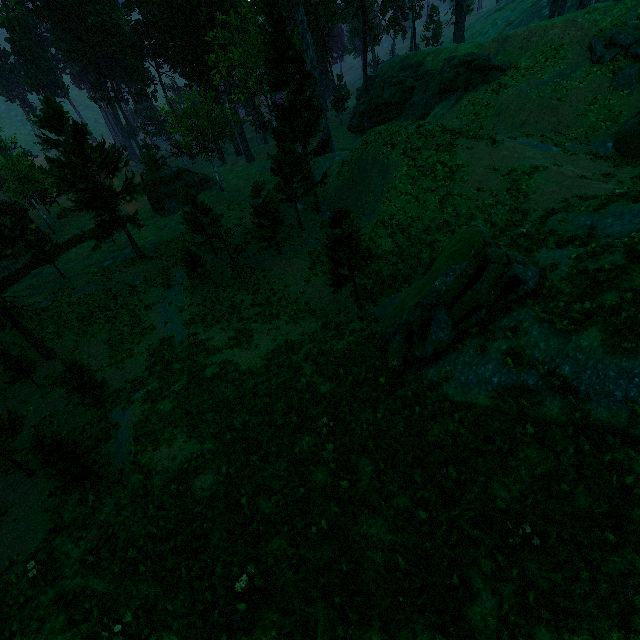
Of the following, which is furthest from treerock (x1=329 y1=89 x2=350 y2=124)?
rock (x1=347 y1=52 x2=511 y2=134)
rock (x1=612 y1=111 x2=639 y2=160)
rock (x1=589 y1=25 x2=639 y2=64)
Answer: rock (x1=612 y1=111 x2=639 y2=160)

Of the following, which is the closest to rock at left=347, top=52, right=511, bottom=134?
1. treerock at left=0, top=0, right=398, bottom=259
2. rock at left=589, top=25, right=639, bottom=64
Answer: treerock at left=0, top=0, right=398, bottom=259

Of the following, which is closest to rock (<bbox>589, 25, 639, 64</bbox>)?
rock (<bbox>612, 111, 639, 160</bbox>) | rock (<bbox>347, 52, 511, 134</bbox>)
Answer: rock (<bbox>612, 111, 639, 160</bbox>)

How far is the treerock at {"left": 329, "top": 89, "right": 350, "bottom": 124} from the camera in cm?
5461

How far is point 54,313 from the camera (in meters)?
27.88

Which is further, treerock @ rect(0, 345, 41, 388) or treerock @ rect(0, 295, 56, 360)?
treerock @ rect(0, 345, 41, 388)

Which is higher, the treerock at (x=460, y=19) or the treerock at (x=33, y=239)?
the treerock at (x=460, y=19)

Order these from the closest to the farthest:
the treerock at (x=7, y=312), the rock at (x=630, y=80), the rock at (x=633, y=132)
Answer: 1. the treerock at (x=7, y=312)
2. the rock at (x=633, y=132)
3. the rock at (x=630, y=80)
